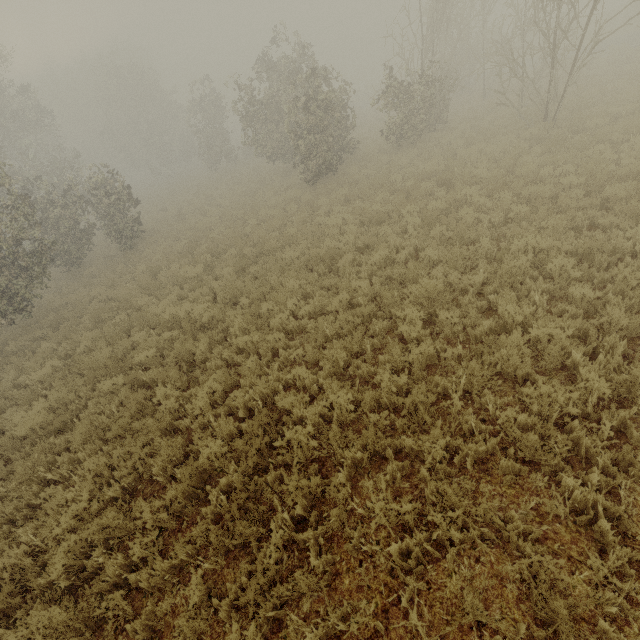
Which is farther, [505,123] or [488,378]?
[505,123]
